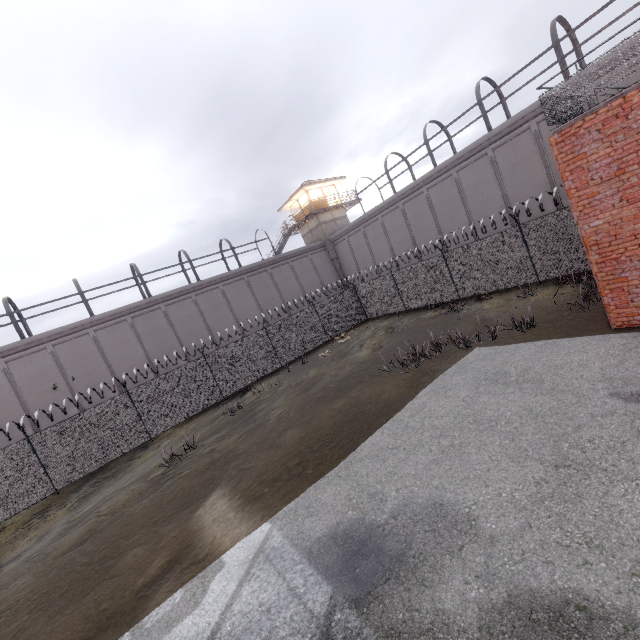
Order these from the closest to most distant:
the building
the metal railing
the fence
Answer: the metal railing, the fence, the building

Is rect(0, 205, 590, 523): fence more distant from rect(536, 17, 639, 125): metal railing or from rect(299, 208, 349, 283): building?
rect(299, 208, 349, 283): building

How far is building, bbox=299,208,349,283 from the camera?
34.2 meters

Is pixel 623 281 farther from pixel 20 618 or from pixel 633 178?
pixel 20 618

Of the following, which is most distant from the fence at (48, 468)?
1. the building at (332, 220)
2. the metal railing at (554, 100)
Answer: the building at (332, 220)

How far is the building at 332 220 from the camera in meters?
34.2 m
